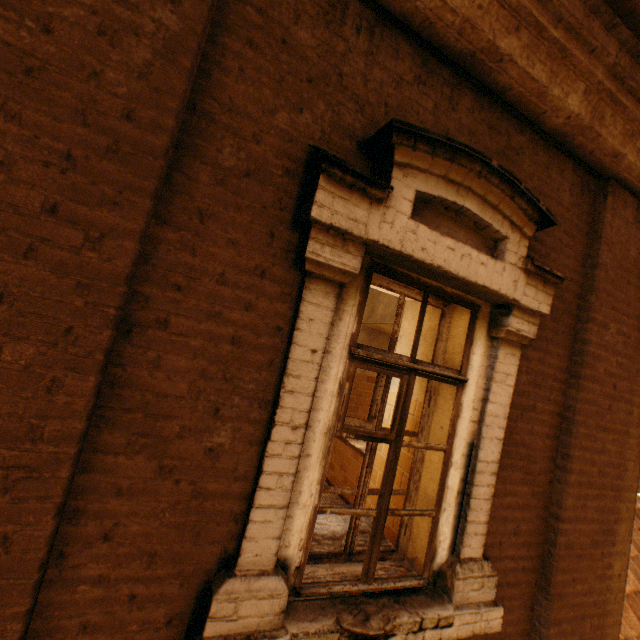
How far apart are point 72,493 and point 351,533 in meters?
1.6 m
